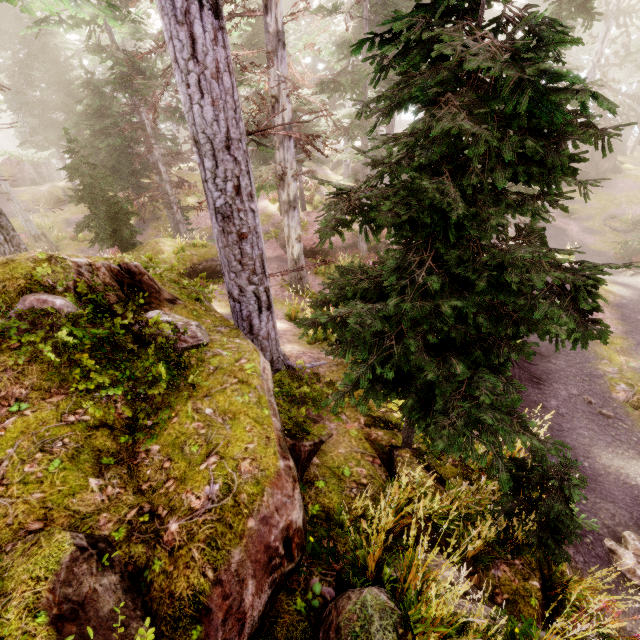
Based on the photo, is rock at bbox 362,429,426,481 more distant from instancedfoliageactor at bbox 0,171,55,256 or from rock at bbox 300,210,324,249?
rock at bbox 300,210,324,249

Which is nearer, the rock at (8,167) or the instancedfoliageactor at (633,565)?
the instancedfoliageactor at (633,565)

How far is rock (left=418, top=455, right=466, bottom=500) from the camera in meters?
4.6 m

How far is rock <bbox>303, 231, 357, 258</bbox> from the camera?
20.05m

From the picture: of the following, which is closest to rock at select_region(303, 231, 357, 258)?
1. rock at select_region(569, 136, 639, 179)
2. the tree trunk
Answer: the tree trunk

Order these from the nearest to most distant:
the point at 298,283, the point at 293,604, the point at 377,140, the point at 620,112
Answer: the point at 293,604 → the point at 298,283 → the point at 377,140 → the point at 620,112

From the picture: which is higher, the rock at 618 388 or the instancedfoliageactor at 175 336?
the instancedfoliageactor at 175 336
